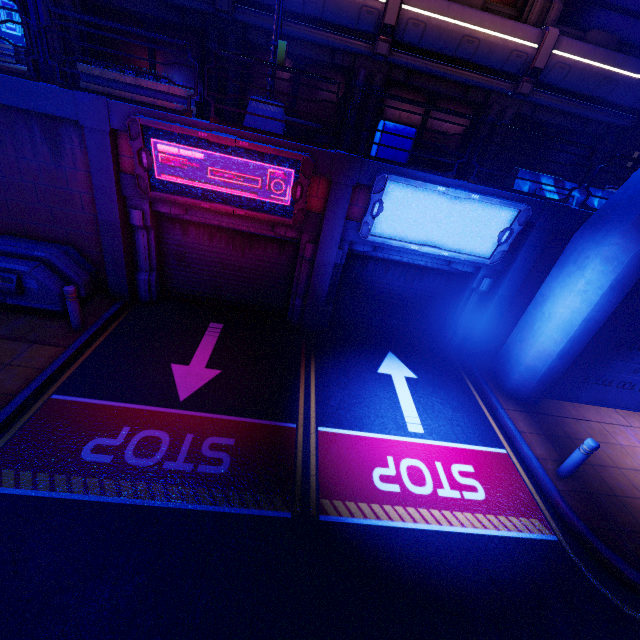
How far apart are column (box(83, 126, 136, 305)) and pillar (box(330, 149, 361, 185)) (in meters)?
4.72

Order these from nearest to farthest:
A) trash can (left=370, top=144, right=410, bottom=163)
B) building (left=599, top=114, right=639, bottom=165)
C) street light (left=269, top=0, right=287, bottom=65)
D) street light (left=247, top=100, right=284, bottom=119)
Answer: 1. street light (left=269, top=0, right=287, bottom=65)
2. street light (left=247, top=100, right=284, bottom=119)
3. trash can (left=370, top=144, right=410, bottom=163)
4. building (left=599, top=114, right=639, bottom=165)

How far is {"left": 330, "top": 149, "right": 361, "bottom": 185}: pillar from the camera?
7.0m

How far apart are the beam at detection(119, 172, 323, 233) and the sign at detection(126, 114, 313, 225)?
0.14m

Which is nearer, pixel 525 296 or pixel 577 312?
pixel 577 312

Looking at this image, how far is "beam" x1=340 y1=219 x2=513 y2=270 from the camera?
8.1m

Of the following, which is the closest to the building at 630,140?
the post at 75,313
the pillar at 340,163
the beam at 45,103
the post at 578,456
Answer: the post at 578,456

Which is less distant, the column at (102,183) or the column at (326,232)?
the column at (102,183)
